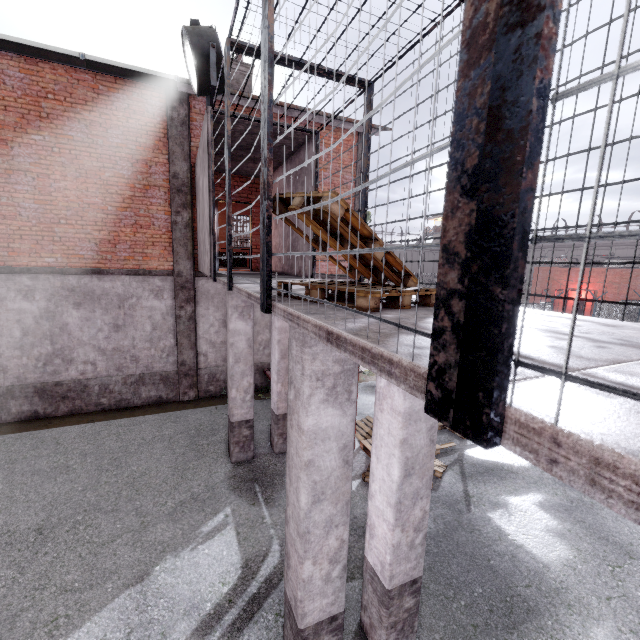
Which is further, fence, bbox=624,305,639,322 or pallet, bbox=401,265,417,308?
fence, bbox=624,305,639,322

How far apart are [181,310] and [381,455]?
8.1m

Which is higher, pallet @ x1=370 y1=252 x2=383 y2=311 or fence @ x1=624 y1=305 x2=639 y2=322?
pallet @ x1=370 y1=252 x2=383 y2=311

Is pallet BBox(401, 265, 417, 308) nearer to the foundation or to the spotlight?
the spotlight

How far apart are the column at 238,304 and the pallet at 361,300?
3.5 meters

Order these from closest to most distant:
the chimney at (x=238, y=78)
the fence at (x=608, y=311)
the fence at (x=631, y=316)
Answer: the chimney at (x=238, y=78)
the fence at (x=608, y=311)
the fence at (x=631, y=316)

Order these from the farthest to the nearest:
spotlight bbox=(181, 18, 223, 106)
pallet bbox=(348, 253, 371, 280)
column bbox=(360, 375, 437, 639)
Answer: spotlight bbox=(181, 18, 223, 106) → column bbox=(360, 375, 437, 639) → pallet bbox=(348, 253, 371, 280)

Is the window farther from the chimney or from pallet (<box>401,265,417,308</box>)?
pallet (<box>401,265,417,308</box>)
